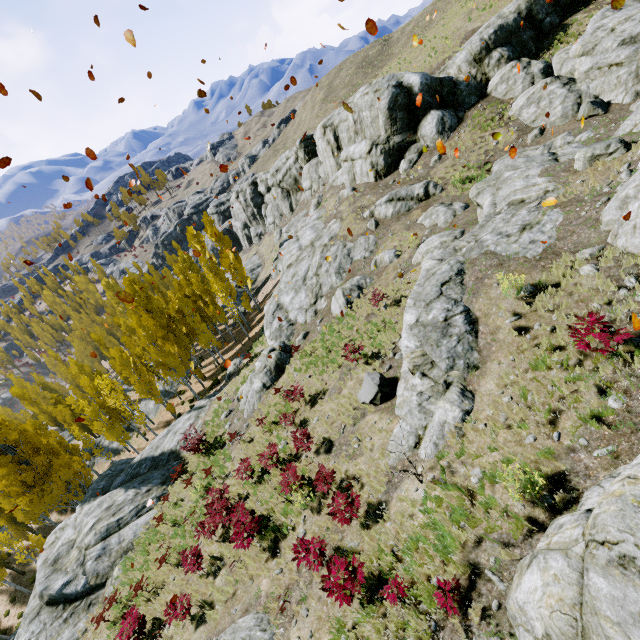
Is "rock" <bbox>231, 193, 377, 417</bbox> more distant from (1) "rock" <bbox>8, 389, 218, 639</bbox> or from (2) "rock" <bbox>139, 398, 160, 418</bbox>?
(2) "rock" <bbox>139, 398, 160, 418</bbox>

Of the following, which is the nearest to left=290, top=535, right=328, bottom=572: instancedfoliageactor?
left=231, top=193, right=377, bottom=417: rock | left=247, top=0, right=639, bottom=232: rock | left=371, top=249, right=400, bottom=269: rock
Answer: left=247, top=0, right=639, bottom=232: rock

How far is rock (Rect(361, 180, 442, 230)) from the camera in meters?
22.4 m

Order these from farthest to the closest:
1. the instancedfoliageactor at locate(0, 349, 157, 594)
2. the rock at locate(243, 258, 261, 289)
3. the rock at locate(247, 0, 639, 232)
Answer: the rock at locate(243, 258, 261, 289) → the instancedfoliageactor at locate(0, 349, 157, 594) → the rock at locate(247, 0, 639, 232)

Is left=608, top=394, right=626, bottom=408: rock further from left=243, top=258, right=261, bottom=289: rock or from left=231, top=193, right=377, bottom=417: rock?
left=243, top=258, right=261, bottom=289: rock

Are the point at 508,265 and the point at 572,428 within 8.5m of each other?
yes

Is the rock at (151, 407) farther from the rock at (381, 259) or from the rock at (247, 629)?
the rock at (381, 259)

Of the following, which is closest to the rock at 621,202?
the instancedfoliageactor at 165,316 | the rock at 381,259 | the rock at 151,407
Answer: the instancedfoliageactor at 165,316
